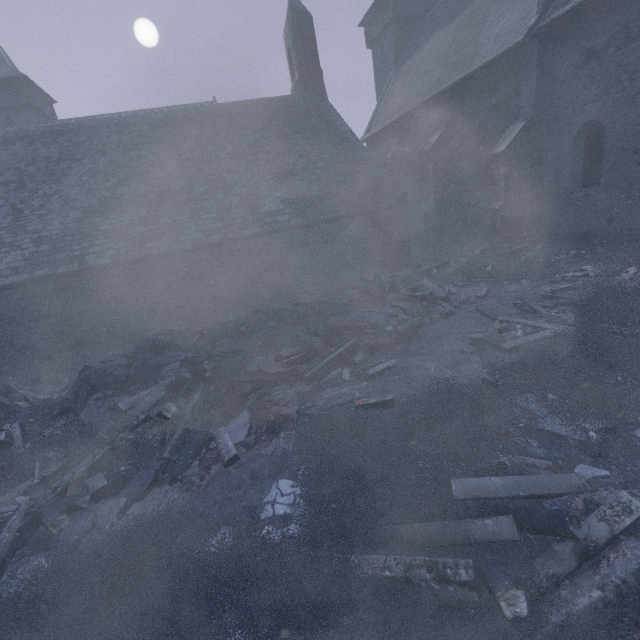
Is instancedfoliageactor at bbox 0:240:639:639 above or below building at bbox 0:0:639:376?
below

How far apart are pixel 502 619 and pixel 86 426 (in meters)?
6.29

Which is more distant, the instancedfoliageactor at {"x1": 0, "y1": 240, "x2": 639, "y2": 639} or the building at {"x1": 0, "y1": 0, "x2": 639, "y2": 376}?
the building at {"x1": 0, "y1": 0, "x2": 639, "y2": 376}

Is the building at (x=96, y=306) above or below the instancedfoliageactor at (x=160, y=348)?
above

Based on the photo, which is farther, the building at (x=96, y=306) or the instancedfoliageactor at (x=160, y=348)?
the building at (x=96, y=306)
